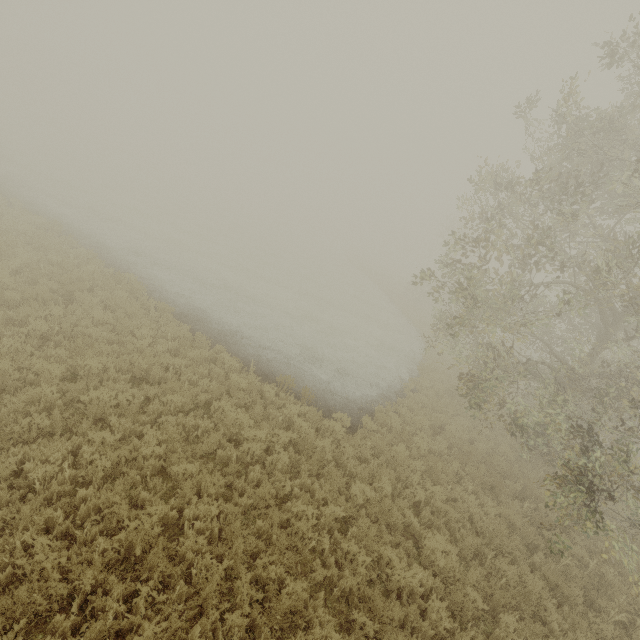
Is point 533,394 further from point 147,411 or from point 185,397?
point 147,411
